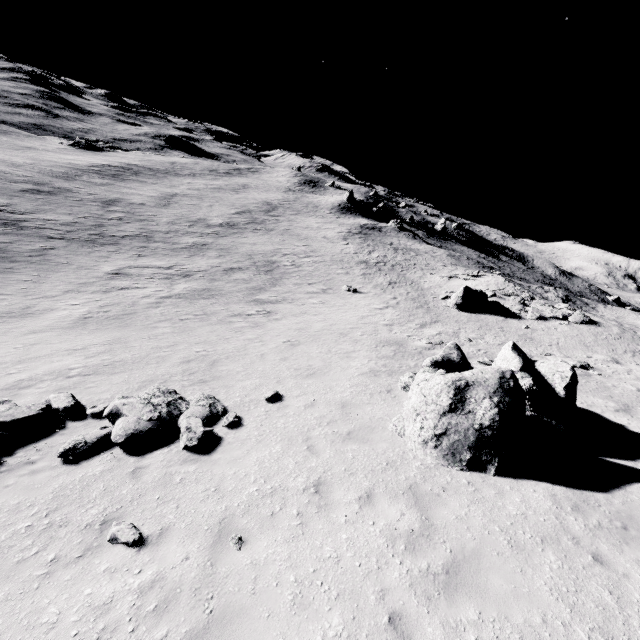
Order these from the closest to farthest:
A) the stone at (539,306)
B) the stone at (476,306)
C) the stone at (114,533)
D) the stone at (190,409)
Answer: the stone at (114,533)
the stone at (190,409)
the stone at (539,306)
the stone at (476,306)

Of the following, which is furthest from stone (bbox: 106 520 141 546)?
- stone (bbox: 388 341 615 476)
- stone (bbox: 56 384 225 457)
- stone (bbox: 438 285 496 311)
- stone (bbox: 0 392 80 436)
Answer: stone (bbox: 438 285 496 311)

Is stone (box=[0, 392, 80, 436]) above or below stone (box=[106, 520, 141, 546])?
below

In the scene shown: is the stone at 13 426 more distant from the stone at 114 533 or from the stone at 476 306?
the stone at 476 306

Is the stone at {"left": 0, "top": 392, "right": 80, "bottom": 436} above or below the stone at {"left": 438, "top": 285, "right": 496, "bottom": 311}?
below

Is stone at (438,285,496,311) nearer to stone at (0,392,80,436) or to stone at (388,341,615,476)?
stone at (388,341,615,476)

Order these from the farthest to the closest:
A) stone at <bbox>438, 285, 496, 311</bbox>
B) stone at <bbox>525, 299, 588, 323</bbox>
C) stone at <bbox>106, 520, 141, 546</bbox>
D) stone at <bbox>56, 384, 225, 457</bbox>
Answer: stone at <bbox>438, 285, 496, 311</bbox>, stone at <bbox>525, 299, 588, 323</bbox>, stone at <bbox>56, 384, 225, 457</bbox>, stone at <bbox>106, 520, 141, 546</bbox>

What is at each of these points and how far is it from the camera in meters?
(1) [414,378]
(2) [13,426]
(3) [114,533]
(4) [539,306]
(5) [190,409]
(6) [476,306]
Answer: (1) stone, 12.3
(2) stone, 8.2
(3) stone, 5.8
(4) stone, 29.0
(5) stone, 9.8
(6) stone, 28.7
